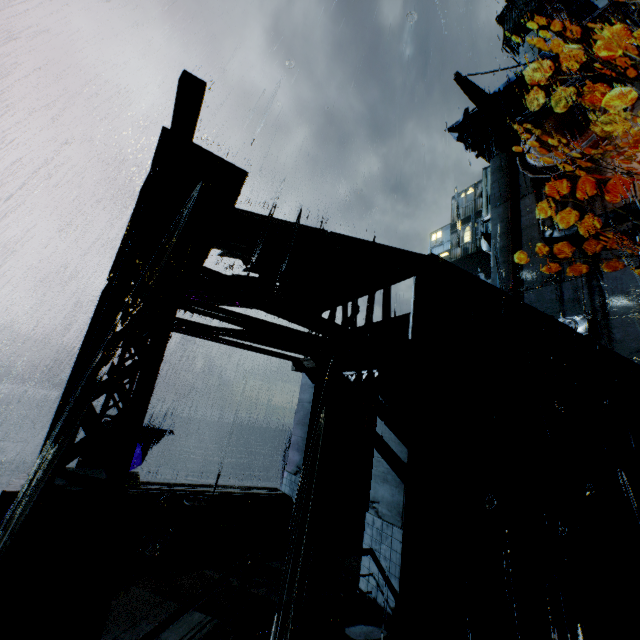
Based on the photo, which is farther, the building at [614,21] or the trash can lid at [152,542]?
the building at [614,21]

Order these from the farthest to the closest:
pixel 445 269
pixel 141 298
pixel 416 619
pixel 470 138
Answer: pixel 470 138 → pixel 445 269 → pixel 416 619 → pixel 141 298

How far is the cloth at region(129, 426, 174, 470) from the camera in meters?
18.1 m

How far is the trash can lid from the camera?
8.0m

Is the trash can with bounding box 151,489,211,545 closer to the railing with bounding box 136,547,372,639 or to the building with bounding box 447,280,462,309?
the building with bounding box 447,280,462,309

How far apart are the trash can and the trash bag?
0.0m

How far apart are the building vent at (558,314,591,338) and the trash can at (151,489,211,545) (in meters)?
25.59

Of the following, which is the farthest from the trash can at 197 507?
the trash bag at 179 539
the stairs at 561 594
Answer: the stairs at 561 594
